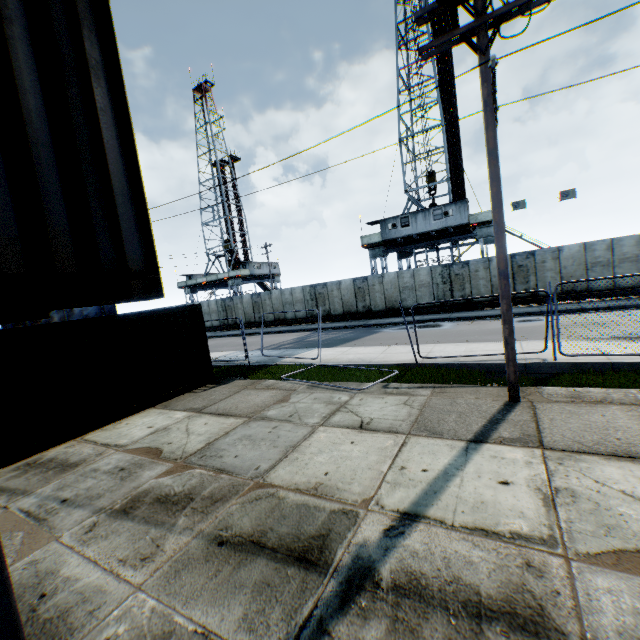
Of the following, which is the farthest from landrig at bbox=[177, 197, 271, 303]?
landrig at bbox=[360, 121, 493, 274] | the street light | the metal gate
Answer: the street light

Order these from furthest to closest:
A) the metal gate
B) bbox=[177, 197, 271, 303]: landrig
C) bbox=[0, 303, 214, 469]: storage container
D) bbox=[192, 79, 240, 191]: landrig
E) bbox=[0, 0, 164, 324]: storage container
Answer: bbox=[192, 79, 240, 191]: landrig, bbox=[177, 197, 271, 303]: landrig, the metal gate, bbox=[0, 303, 214, 469]: storage container, bbox=[0, 0, 164, 324]: storage container

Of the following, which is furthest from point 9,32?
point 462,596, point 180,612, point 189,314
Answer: point 189,314

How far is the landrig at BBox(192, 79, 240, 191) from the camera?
47.12m

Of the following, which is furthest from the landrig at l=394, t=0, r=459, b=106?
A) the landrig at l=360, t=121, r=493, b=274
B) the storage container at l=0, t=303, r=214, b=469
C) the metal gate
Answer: the metal gate

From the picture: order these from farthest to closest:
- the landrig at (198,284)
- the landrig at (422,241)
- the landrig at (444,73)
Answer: the landrig at (198,284) → the landrig at (444,73) → the landrig at (422,241)

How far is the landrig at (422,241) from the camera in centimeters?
2512cm

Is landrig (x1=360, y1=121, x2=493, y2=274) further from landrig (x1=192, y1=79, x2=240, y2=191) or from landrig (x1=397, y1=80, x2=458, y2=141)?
landrig (x1=192, y1=79, x2=240, y2=191)
